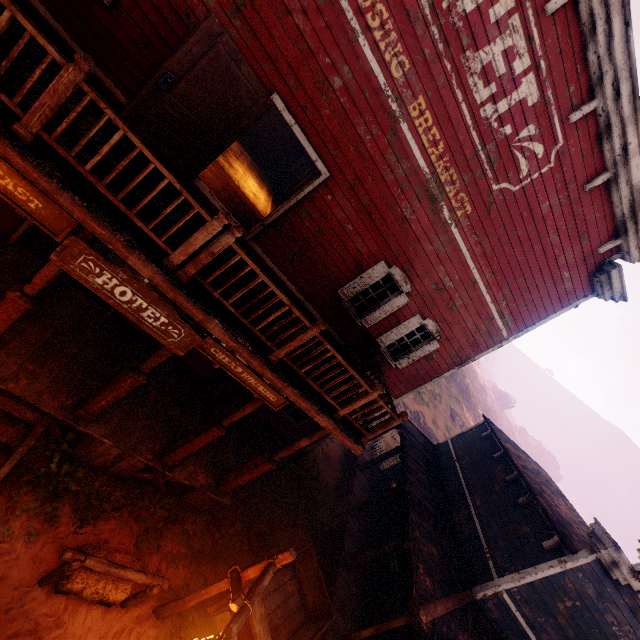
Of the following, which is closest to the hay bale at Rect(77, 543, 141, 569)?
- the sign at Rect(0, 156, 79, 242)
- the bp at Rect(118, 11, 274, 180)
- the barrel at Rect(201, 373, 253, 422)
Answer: the barrel at Rect(201, 373, 253, 422)

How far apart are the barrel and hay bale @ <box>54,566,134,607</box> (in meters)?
3.08

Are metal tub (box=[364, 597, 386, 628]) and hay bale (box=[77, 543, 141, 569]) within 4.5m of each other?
no

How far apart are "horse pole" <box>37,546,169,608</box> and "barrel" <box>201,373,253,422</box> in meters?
3.3

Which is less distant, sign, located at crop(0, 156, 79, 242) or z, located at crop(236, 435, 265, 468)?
sign, located at crop(0, 156, 79, 242)

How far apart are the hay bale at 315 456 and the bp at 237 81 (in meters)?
9.92

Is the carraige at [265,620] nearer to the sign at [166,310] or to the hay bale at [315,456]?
the hay bale at [315,456]

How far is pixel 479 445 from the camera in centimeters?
1457cm
